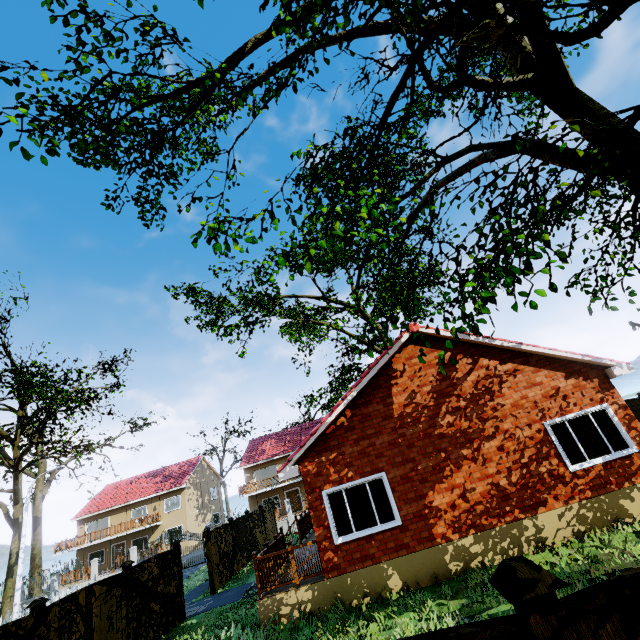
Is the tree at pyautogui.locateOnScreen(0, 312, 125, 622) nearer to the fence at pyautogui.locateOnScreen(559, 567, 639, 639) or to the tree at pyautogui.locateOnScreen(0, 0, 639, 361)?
the tree at pyautogui.locateOnScreen(0, 0, 639, 361)

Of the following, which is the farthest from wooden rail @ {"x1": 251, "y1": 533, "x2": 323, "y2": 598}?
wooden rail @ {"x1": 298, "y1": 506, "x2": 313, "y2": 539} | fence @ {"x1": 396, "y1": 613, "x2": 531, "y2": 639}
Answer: fence @ {"x1": 396, "y1": 613, "x2": 531, "y2": 639}

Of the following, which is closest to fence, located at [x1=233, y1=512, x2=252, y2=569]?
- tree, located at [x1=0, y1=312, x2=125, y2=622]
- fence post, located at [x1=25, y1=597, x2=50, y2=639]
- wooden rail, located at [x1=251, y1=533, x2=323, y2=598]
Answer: fence post, located at [x1=25, y1=597, x2=50, y2=639]

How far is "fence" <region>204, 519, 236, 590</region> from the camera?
15.3 meters

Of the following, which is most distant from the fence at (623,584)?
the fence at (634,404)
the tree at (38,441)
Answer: the fence at (634,404)

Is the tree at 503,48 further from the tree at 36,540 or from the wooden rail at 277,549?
the wooden rail at 277,549

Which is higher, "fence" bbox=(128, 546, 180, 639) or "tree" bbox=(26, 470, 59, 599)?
"tree" bbox=(26, 470, 59, 599)

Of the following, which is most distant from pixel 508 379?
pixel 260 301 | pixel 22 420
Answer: pixel 22 420
